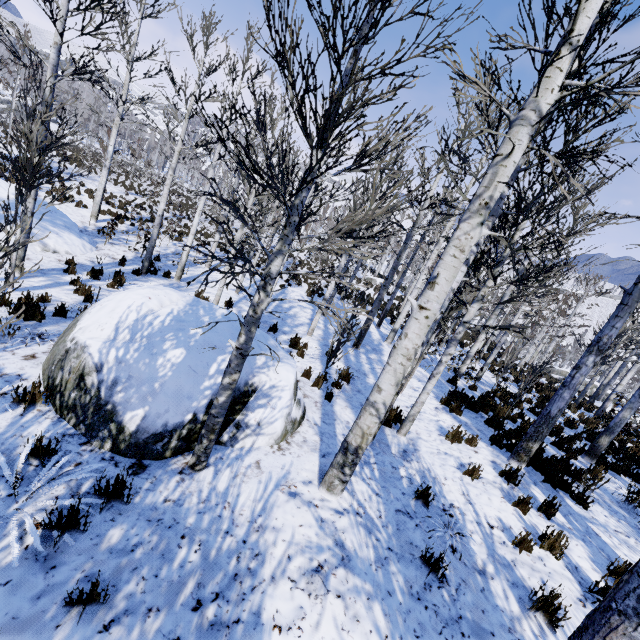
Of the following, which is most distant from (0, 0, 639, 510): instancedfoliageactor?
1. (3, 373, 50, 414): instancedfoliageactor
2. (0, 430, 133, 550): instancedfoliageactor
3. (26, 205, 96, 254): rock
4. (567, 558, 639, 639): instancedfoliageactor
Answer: (3, 373, 50, 414): instancedfoliageactor

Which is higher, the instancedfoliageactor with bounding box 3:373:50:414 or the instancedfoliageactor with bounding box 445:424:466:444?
the instancedfoliageactor with bounding box 445:424:466:444

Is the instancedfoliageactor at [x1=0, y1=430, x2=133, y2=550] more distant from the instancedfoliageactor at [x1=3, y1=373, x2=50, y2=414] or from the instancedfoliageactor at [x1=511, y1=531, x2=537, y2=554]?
the instancedfoliageactor at [x1=3, y1=373, x2=50, y2=414]

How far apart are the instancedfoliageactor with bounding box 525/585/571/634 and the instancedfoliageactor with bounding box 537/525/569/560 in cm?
113

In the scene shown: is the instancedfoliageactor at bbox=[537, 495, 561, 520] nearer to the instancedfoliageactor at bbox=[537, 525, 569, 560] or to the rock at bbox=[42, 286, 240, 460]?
the instancedfoliageactor at bbox=[537, 525, 569, 560]

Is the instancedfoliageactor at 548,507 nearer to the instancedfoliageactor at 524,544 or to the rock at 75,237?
the instancedfoliageactor at 524,544

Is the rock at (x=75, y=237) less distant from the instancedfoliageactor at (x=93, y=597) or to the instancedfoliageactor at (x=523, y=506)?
the instancedfoliageactor at (x=523, y=506)

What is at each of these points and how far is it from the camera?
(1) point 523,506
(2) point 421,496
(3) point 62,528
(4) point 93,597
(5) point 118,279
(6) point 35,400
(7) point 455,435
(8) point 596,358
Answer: (1) instancedfoliageactor, 5.02m
(2) instancedfoliageactor, 4.44m
(3) instancedfoliageactor, 2.55m
(4) instancedfoliageactor, 2.22m
(5) instancedfoliageactor, 10.24m
(6) instancedfoliageactor, 3.89m
(7) instancedfoliageactor, 6.56m
(8) instancedfoliageactor, 5.71m
